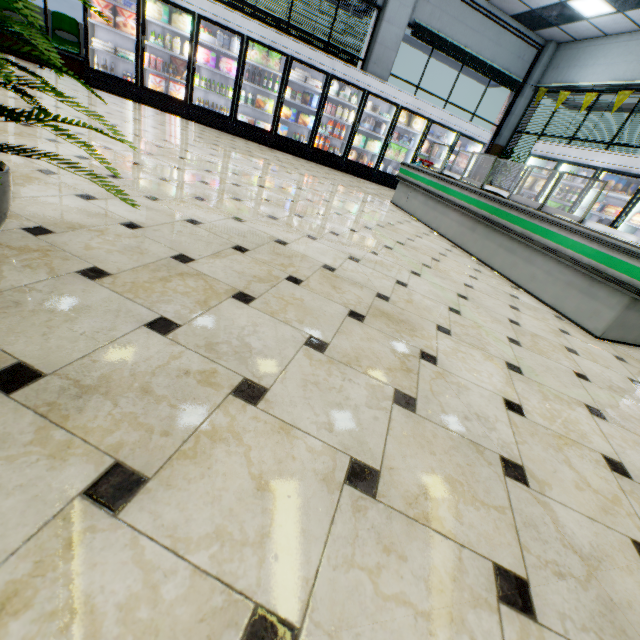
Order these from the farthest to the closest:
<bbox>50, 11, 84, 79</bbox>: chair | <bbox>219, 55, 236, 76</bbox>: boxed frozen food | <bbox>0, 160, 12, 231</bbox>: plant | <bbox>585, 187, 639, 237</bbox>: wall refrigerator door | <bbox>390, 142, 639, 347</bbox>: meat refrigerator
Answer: <bbox>219, 55, 236, 76</bbox>: boxed frozen food
<bbox>50, 11, 84, 79</bbox>: chair
<bbox>585, 187, 639, 237</bbox>: wall refrigerator door
<bbox>390, 142, 639, 347</bbox>: meat refrigerator
<bbox>0, 160, 12, 231</bbox>: plant

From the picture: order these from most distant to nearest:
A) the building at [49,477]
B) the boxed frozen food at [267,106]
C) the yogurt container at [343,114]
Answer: the yogurt container at [343,114]
the boxed frozen food at [267,106]
the building at [49,477]

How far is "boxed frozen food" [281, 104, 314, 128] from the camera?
8.12m

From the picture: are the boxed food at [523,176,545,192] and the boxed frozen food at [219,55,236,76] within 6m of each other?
no

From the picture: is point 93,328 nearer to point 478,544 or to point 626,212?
point 478,544

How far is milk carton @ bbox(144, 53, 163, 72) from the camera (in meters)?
7.01

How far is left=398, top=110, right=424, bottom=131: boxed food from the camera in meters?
8.8 m

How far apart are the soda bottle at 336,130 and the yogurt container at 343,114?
0.12m
